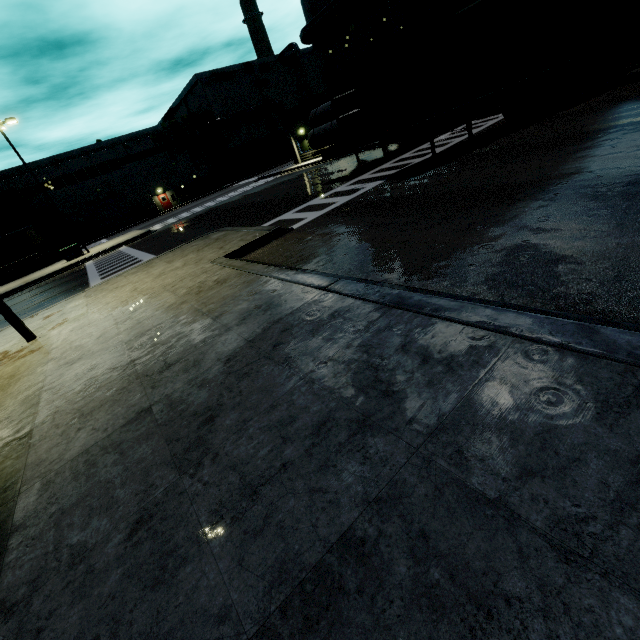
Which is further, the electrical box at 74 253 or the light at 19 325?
the electrical box at 74 253

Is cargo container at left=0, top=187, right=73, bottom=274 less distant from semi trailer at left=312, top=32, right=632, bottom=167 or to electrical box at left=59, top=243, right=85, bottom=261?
semi trailer at left=312, top=32, right=632, bottom=167

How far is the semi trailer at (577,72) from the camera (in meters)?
10.22

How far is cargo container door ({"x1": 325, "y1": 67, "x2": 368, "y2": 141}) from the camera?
10.46m

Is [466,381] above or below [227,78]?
below

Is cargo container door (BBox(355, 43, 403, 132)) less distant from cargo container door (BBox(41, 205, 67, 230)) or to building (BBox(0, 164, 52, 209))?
building (BBox(0, 164, 52, 209))

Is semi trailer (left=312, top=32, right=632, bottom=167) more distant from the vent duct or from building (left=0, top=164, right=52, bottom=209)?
the vent duct

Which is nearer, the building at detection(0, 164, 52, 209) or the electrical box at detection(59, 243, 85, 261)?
the electrical box at detection(59, 243, 85, 261)
